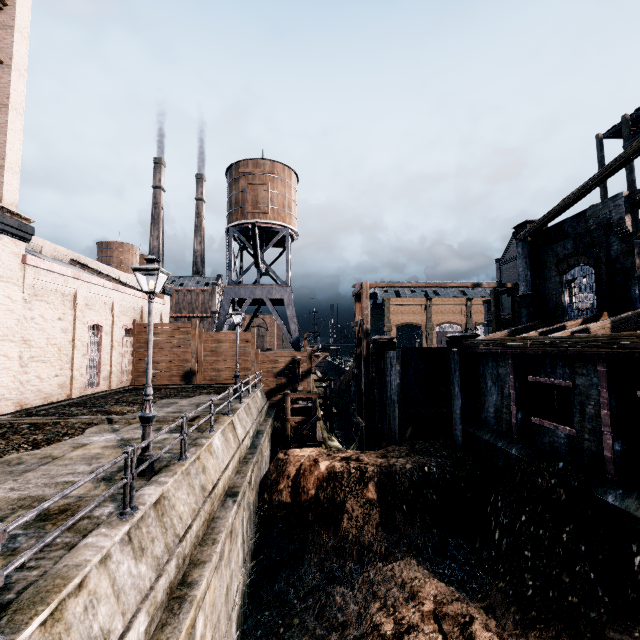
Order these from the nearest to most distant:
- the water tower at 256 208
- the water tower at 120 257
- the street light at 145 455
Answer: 1. the street light at 145 455
2. the water tower at 256 208
3. the water tower at 120 257

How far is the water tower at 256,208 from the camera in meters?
32.0 m

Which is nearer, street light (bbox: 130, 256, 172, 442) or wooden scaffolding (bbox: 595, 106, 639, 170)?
street light (bbox: 130, 256, 172, 442)

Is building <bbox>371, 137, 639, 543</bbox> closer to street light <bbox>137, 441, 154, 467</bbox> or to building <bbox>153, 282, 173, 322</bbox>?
street light <bbox>137, 441, 154, 467</bbox>

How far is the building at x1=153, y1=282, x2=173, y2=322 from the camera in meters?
32.5

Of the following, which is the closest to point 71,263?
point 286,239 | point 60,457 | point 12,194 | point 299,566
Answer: point 12,194

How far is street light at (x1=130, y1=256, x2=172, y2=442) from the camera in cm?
853

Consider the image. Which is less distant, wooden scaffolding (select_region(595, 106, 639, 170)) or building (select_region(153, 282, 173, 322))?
wooden scaffolding (select_region(595, 106, 639, 170))
